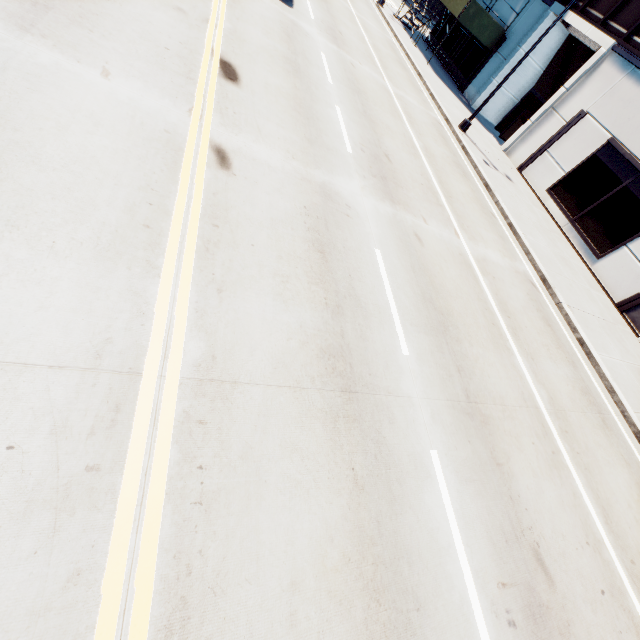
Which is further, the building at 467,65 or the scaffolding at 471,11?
the building at 467,65

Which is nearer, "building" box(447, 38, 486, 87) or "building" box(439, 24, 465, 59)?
"building" box(447, 38, 486, 87)

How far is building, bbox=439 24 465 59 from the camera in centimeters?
2586cm

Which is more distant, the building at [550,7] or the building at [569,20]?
the building at [550,7]

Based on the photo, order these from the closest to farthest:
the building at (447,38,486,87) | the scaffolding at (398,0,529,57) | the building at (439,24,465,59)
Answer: the scaffolding at (398,0,529,57) < the building at (447,38,486,87) < the building at (439,24,465,59)

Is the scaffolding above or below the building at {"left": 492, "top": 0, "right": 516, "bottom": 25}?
below

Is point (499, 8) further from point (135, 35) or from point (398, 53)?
point (135, 35)
